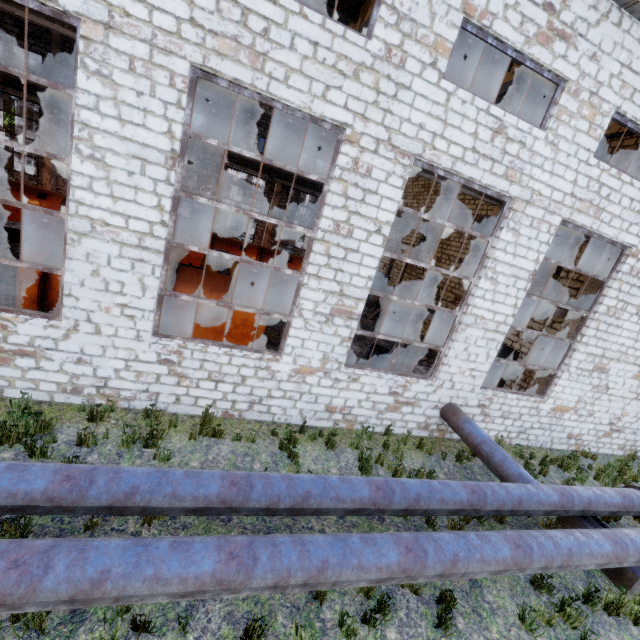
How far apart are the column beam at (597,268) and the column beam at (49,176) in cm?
2705

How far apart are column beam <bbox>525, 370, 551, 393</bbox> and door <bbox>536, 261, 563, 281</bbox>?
1.6 meters

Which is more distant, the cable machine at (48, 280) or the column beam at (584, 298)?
the column beam at (584, 298)

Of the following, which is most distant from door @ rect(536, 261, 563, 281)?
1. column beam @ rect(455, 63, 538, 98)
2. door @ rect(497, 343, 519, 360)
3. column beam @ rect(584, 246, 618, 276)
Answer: column beam @ rect(455, 63, 538, 98)

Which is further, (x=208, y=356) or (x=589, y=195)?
(x=589, y=195)

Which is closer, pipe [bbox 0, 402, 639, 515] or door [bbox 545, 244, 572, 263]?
pipe [bbox 0, 402, 639, 515]

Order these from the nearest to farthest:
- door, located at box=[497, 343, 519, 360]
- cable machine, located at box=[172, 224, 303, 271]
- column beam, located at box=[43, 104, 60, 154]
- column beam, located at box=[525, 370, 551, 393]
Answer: column beam, located at box=[525, 370, 551, 393], door, located at box=[497, 343, 519, 360], column beam, located at box=[43, 104, 60, 154], cable machine, located at box=[172, 224, 303, 271]

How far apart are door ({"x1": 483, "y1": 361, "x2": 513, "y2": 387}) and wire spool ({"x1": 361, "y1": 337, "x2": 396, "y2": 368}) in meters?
5.3
